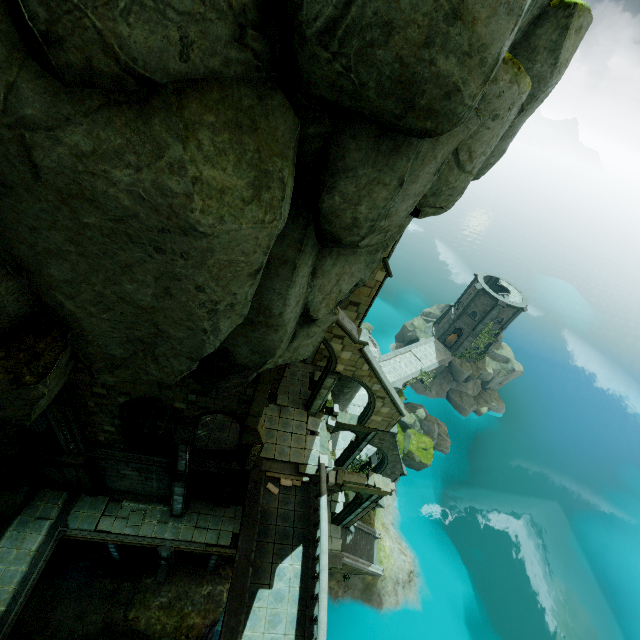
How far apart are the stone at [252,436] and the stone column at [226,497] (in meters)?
5.91

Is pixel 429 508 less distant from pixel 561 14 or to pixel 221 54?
pixel 561 14

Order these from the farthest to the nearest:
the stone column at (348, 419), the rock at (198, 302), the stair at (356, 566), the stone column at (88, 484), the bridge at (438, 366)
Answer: the bridge at (438, 366) < the stair at (356, 566) < the stone column at (348, 419) < the stone column at (88, 484) < the rock at (198, 302)

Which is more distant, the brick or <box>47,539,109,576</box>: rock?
<box>47,539,109,576</box>: rock

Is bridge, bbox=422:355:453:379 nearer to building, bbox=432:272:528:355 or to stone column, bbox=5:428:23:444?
building, bbox=432:272:528:355

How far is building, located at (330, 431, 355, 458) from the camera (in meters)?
28.78

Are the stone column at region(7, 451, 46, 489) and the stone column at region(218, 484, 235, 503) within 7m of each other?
no

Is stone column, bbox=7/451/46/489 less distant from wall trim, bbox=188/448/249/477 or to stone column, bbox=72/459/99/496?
stone column, bbox=72/459/99/496
